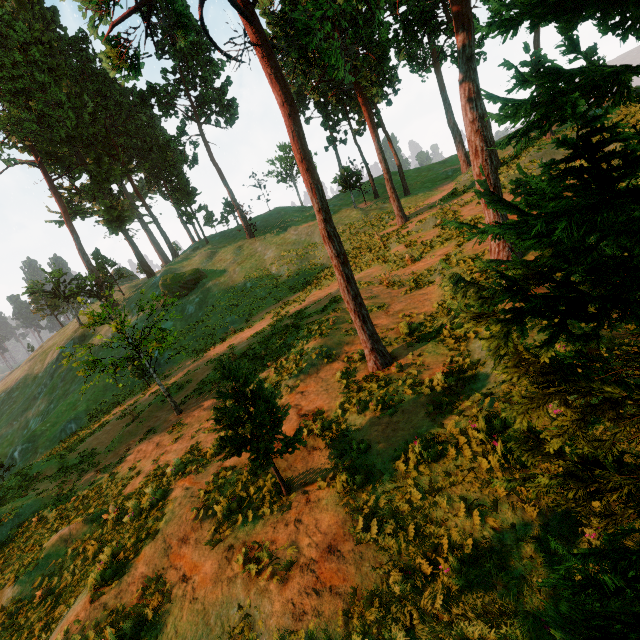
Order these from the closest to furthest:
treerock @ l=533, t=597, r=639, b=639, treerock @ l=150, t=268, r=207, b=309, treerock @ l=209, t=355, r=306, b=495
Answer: treerock @ l=533, t=597, r=639, b=639 < treerock @ l=209, t=355, r=306, b=495 < treerock @ l=150, t=268, r=207, b=309

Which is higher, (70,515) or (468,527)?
(468,527)

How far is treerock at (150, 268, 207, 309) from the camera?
18.8 meters

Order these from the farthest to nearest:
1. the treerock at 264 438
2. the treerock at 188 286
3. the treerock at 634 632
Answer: the treerock at 188 286, the treerock at 264 438, the treerock at 634 632

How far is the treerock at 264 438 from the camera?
6.82m

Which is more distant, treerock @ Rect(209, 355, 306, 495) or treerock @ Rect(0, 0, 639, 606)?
treerock @ Rect(209, 355, 306, 495)
